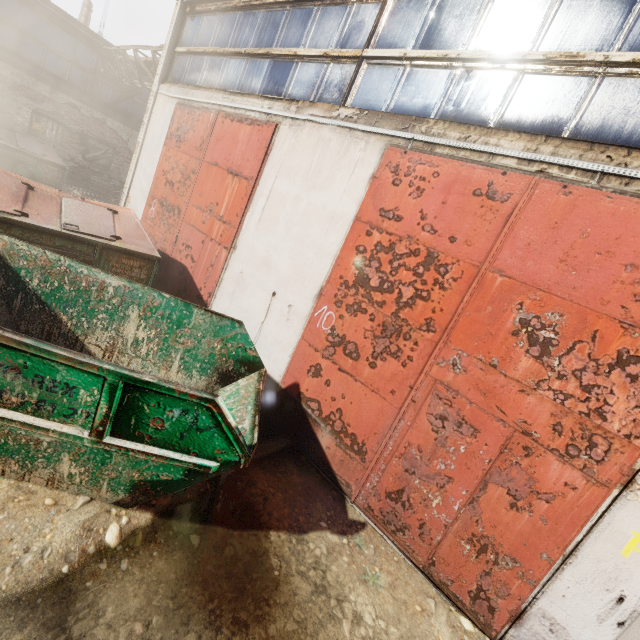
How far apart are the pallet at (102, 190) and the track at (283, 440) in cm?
1394

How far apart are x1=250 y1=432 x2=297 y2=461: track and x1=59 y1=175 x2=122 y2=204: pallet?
13.9m

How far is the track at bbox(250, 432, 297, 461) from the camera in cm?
414

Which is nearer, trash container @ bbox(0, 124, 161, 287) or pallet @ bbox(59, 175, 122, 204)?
trash container @ bbox(0, 124, 161, 287)

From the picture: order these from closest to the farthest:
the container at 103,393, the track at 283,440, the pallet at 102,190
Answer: the container at 103,393 < the track at 283,440 < the pallet at 102,190

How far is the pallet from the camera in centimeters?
1195cm

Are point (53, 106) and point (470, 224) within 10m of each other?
no

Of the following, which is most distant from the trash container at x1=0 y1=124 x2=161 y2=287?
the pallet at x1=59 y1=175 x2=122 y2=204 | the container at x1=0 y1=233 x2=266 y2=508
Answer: the pallet at x1=59 y1=175 x2=122 y2=204
